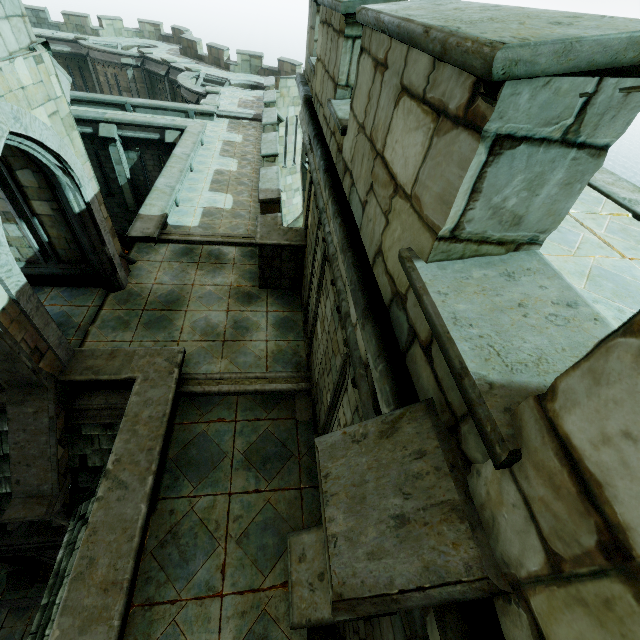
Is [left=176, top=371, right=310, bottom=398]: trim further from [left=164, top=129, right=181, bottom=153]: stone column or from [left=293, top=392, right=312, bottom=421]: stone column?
[left=164, top=129, right=181, bottom=153]: stone column

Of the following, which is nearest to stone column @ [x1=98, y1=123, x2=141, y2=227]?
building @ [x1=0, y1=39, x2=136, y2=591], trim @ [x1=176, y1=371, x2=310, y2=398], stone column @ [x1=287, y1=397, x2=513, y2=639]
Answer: building @ [x1=0, y1=39, x2=136, y2=591]

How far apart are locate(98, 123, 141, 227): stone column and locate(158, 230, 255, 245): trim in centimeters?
996cm

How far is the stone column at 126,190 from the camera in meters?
16.0 m

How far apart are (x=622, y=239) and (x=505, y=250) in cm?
271

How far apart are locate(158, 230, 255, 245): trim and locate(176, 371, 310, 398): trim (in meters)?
4.90

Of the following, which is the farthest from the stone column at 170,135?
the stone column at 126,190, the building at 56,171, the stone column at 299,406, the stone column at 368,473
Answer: the stone column at 368,473

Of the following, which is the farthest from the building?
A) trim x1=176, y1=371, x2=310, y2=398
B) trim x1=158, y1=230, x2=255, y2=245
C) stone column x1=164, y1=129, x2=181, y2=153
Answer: stone column x1=164, y1=129, x2=181, y2=153
